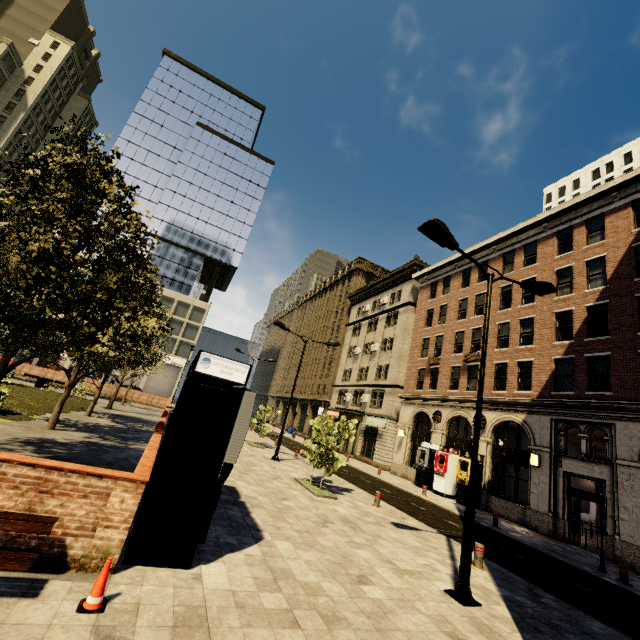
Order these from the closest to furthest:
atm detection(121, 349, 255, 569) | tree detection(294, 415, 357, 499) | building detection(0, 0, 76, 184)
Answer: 1. atm detection(121, 349, 255, 569)
2. tree detection(294, 415, 357, 499)
3. building detection(0, 0, 76, 184)

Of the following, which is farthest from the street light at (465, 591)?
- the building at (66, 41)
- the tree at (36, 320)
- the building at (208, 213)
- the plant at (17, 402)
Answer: the building at (66, 41)

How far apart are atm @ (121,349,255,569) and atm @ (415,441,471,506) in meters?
19.9 m

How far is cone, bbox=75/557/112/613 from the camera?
3.67m

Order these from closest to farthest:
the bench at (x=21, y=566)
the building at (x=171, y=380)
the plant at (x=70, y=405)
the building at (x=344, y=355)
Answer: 1. the bench at (x=21, y=566)
2. the plant at (x=70, y=405)
3. the building at (x=344, y=355)
4. the building at (x=171, y=380)

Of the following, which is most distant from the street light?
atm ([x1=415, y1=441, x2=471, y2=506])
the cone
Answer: atm ([x1=415, y1=441, x2=471, y2=506])

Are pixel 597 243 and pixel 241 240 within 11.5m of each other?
no

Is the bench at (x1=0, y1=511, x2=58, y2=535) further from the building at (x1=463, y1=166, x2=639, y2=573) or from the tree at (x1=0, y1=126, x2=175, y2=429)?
the building at (x1=463, y1=166, x2=639, y2=573)
